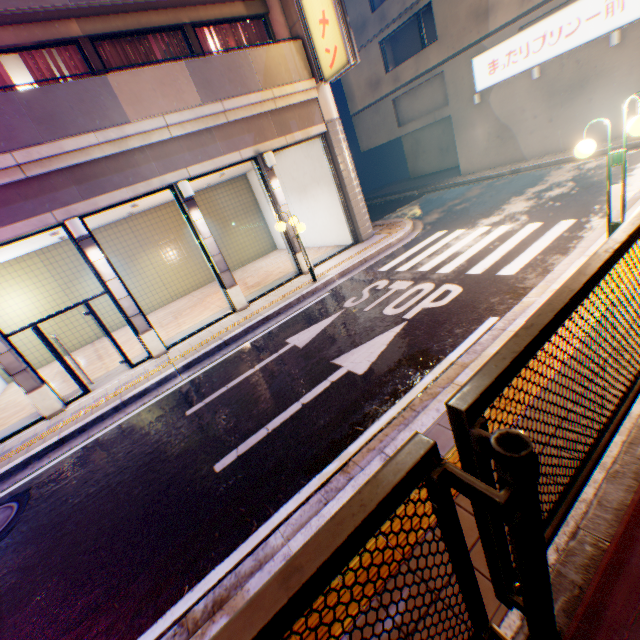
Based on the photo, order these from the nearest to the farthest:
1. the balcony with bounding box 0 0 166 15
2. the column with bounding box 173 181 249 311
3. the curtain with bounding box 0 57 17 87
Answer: the balcony with bounding box 0 0 166 15
the curtain with bounding box 0 57 17 87
the column with bounding box 173 181 249 311

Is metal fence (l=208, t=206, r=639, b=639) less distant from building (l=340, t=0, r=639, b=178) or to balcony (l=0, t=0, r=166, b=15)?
balcony (l=0, t=0, r=166, b=15)

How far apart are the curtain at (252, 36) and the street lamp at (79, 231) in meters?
7.0 m

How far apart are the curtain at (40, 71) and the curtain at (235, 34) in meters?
4.7

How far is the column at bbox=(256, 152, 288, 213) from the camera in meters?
10.5

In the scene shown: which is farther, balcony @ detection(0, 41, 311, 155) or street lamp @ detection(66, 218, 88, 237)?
street lamp @ detection(66, 218, 88, 237)

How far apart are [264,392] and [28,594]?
3.9 meters

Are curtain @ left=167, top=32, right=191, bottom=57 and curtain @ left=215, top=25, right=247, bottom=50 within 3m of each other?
yes
